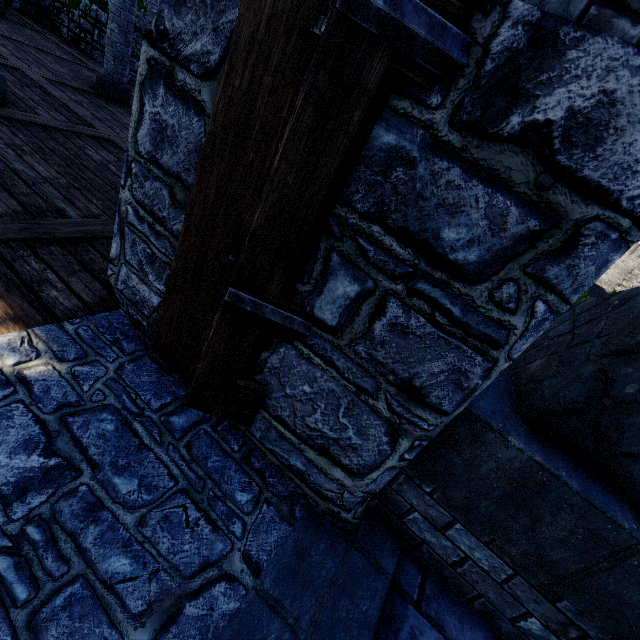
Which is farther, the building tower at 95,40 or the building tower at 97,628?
the building tower at 95,40

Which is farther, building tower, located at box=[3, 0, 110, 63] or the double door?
building tower, located at box=[3, 0, 110, 63]

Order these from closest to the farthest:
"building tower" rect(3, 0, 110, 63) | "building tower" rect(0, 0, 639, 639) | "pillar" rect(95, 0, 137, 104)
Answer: "building tower" rect(0, 0, 639, 639), "pillar" rect(95, 0, 137, 104), "building tower" rect(3, 0, 110, 63)

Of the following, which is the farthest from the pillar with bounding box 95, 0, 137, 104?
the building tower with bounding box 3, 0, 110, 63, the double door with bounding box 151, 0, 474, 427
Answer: the double door with bounding box 151, 0, 474, 427

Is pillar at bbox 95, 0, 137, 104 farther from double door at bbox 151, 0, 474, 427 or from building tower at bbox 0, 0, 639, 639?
double door at bbox 151, 0, 474, 427

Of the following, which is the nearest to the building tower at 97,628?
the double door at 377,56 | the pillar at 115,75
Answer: the double door at 377,56

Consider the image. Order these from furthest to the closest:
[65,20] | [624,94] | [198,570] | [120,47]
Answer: [65,20] → [120,47] → [198,570] → [624,94]

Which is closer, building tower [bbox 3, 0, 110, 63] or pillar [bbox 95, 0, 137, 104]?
pillar [bbox 95, 0, 137, 104]
